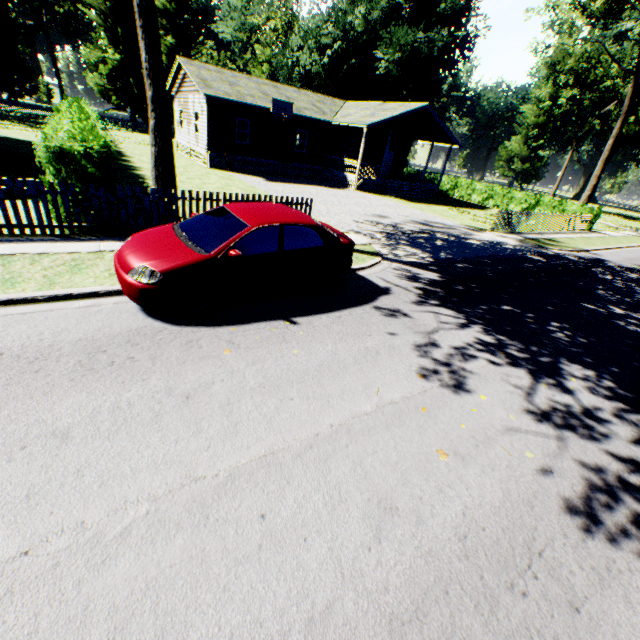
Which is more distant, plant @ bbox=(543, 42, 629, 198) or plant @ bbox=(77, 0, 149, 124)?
plant @ bbox=(543, 42, 629, 198)

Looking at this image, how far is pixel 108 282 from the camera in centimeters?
616cm

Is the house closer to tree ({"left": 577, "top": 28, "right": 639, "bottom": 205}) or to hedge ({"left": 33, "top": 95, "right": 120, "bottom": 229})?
hedge ({"left": 33, "top": 95, "right": 120, "bottom": 229})

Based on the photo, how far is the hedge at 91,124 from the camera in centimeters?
737cm

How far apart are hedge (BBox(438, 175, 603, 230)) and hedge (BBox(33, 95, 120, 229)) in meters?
30.6 m

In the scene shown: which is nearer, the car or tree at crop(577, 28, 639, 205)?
the car

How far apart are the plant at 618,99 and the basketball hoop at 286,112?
45.10m

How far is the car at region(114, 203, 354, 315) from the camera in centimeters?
534cm
